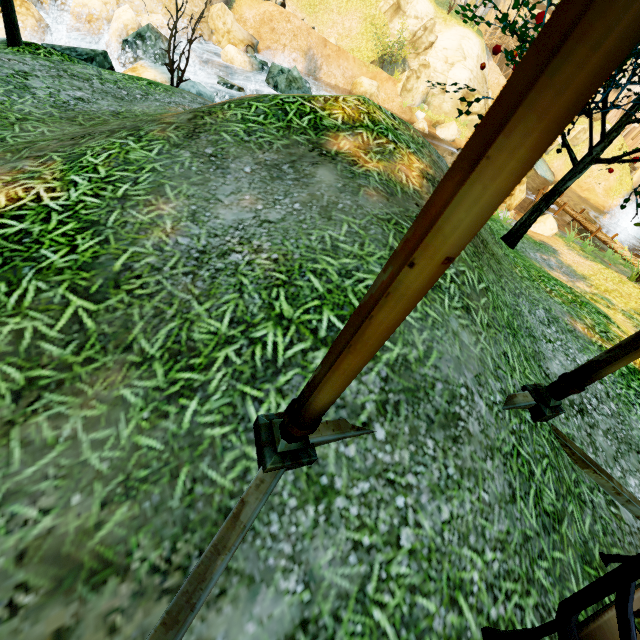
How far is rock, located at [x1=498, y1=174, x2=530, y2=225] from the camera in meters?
13.9 m

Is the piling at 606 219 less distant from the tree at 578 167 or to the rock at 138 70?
the tree at 578 167

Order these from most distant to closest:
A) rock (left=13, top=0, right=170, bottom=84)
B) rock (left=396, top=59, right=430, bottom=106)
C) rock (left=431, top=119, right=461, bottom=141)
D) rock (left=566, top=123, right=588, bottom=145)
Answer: rock (left=566, top=123, right=588, bottom=145), rock (left=431, top=119, right=461, bottom=141), rock (left=396, top=59, right=430, bottom=106), rock (left=13, top=0, right=170, bottom=84)

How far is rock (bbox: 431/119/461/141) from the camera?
21.89m

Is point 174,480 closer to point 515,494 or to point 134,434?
point 134,434

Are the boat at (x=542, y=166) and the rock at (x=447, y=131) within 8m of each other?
no

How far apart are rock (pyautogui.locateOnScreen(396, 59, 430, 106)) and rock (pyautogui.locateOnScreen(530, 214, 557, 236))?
12.5 meters

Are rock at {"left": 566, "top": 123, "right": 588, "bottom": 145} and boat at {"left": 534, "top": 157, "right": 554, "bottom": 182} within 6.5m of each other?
yes
